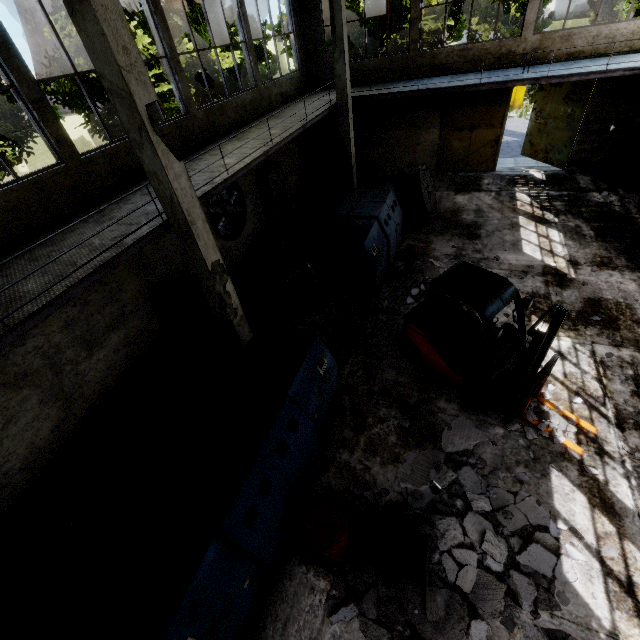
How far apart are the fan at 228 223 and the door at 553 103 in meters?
13.9 m

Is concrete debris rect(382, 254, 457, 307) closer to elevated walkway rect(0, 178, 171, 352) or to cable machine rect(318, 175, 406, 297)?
cable machine rect(318, 175, 406, 297)

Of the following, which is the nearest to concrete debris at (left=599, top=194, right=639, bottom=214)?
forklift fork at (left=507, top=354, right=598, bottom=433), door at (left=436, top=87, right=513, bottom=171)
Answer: door at (left=436, top=87, right=513, bottom=171)

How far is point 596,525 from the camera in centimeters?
500cm

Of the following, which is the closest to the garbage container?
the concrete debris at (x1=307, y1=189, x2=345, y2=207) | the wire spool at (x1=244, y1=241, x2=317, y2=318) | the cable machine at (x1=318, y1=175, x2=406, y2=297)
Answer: the concrete debris at (x1=307, y1=189, x2=345, y2=207)

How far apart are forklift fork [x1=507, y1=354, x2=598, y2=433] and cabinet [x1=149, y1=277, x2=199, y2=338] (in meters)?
8.52

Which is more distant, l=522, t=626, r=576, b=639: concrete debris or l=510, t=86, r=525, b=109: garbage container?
l=510, t=86, r=525, b=109: garbage container

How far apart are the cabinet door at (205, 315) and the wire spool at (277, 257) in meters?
1.1
